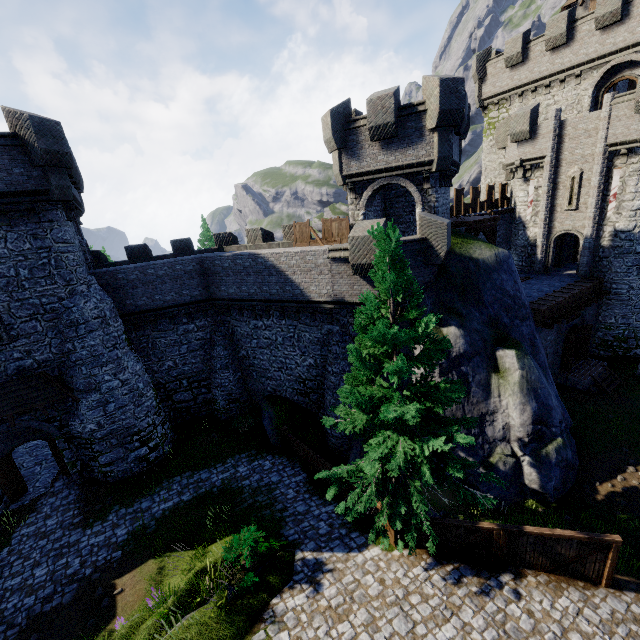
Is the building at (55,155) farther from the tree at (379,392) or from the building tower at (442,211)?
the tree at (379,392)

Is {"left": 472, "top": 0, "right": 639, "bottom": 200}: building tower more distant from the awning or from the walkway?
the awning

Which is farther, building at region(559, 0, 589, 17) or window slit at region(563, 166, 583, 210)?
building at region(559, 0, 589, 17)

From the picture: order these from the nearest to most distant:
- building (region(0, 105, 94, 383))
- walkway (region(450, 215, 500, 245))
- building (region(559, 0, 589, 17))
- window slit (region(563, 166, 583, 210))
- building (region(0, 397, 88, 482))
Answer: building (region(0, 105, 94, 383)) → building (region(0, 397, 88, 482)) → walkway (region(450, 215, 500, 245)) → window slit (region(563, 166, 583, 210)) → building (region(559, 0, 589, 17))

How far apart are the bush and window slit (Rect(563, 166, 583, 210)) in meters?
26.8 m

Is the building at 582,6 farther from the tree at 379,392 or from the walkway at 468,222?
the tree at 379,392

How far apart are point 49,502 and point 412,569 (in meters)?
17.59

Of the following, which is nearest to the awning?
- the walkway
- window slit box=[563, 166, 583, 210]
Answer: the walkway
